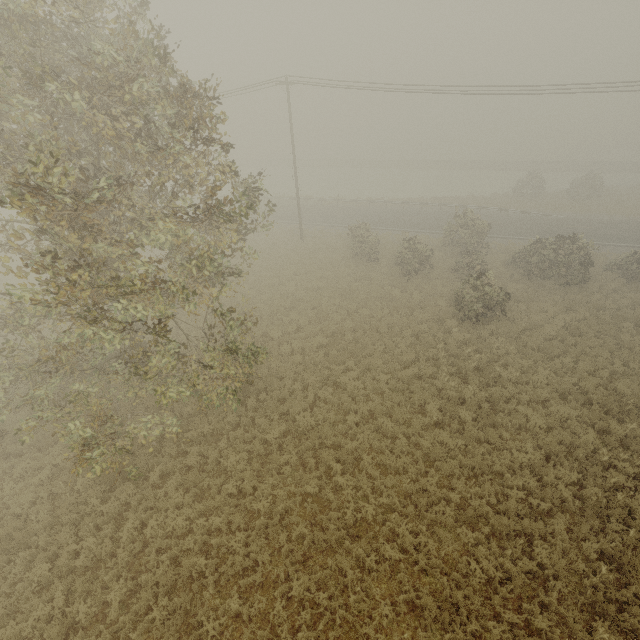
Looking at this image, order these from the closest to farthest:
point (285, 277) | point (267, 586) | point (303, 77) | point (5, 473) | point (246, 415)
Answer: point (267, 586)
point (5, 473)
point (246, 415)
point (303, 77)
point (285, 277)
